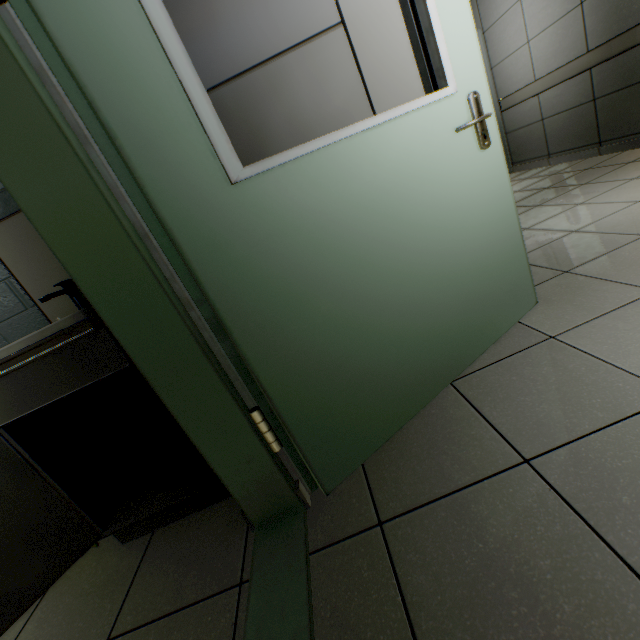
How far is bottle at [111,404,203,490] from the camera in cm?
137

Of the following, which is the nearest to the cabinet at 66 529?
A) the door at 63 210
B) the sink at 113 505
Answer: the sink at 113 505

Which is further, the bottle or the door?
the bottle

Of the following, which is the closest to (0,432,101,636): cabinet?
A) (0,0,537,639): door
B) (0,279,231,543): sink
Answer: (0,279,231,543): sink

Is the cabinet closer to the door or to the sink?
the sink

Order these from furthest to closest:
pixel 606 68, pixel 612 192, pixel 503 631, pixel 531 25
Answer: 1. pixel 531 25
2. pixel 606 68
3. pixel 612 192
4. pixel 503 631

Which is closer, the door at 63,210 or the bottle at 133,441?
the door at 63,210
